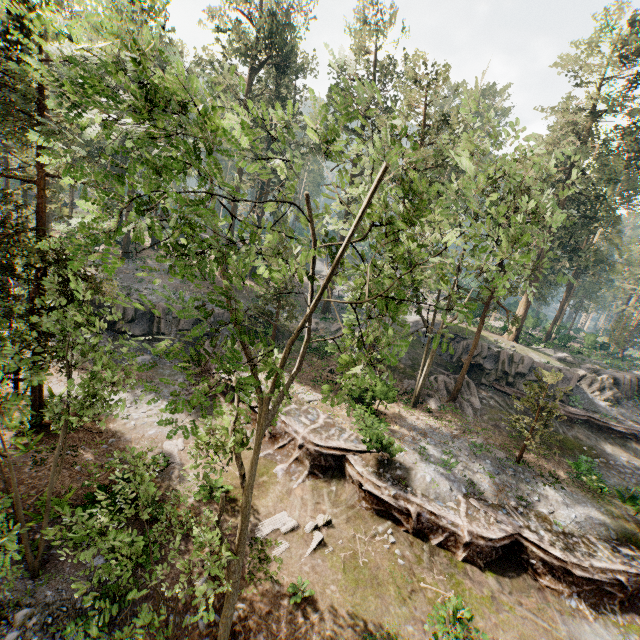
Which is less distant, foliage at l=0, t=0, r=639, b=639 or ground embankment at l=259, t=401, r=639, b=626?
foliage at l=0, t=0, r=639, b=639

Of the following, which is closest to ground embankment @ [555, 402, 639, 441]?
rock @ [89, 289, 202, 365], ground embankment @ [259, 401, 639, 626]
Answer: ground embankment @ [259, 401, 639, 626]

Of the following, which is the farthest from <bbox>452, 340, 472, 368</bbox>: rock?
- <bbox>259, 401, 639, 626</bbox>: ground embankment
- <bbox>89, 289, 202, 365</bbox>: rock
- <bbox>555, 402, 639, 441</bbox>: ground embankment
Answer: <bbox>89, 289, 202, 365</bbox>: rock

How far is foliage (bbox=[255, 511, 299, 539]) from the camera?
13.69m

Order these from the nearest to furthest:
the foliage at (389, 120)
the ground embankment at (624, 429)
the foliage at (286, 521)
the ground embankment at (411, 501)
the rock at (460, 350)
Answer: the foliage at (389, 120) < the foliage at (286, 521) < the ground embankment at (411, 501) < the ground embankment at (624, 429) < the rock at (460, 350)

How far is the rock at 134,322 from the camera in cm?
2570

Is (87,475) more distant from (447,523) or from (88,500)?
(447,523)

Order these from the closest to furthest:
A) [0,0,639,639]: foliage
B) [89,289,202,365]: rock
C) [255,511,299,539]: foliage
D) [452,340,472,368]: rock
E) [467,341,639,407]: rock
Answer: [0,0,639,639]: foliage
[255,511,299,539]: foliage
[89,289,202,365]: rock
[467,341,639,407]: rock
[452,340,472,368]: rock
